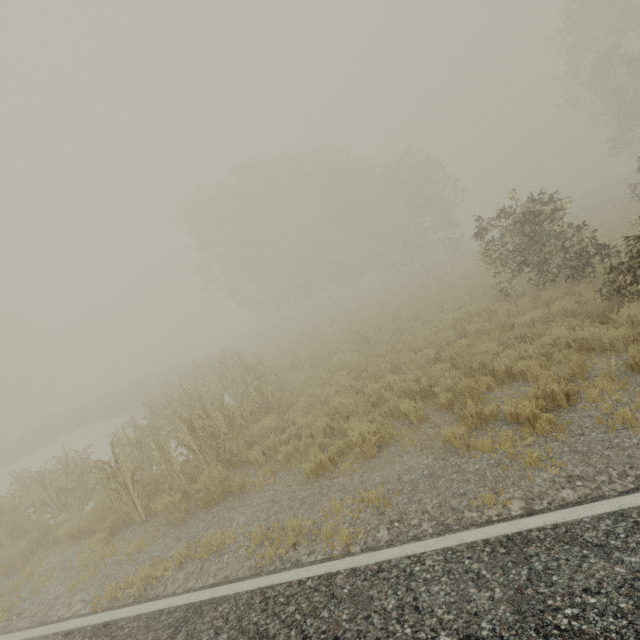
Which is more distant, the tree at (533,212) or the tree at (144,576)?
the tree at (533,212)

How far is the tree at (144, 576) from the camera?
5.1 meters

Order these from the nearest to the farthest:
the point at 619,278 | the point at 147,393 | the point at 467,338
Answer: the point at 619,278 < the point at 467,338 < the point at 147,393

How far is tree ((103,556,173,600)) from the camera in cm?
507

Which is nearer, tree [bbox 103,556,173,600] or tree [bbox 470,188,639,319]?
tree [bbox 103,556,173,600]

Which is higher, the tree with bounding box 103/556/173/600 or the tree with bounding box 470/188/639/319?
the tree with bounding box 470/188/639/319
